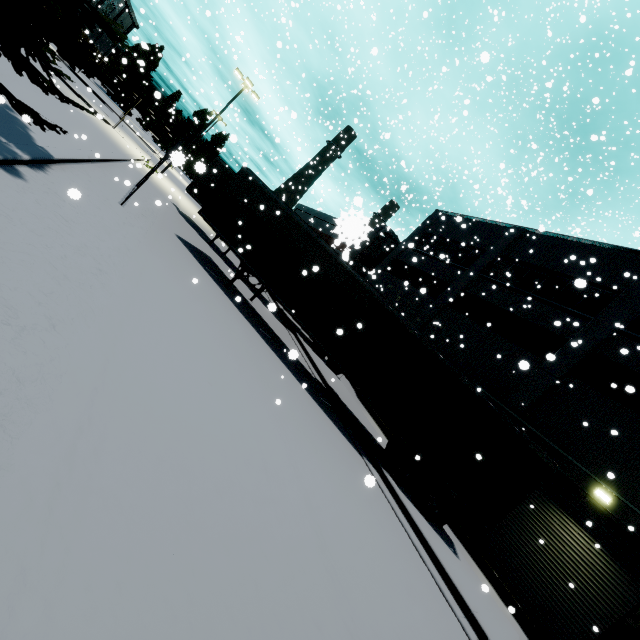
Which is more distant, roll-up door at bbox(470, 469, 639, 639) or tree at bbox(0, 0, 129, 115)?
roll-up door at bbox(470, 469, 639, 639)

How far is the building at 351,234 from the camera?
0.7 meters

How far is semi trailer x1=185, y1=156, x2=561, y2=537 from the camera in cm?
938

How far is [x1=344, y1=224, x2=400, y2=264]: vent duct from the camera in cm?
1190

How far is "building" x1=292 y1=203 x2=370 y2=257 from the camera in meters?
0.7

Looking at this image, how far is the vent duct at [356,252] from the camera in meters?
11.9

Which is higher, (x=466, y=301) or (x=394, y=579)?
(x=466, y=301)

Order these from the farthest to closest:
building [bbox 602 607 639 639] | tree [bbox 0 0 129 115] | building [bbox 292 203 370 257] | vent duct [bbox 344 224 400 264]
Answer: vent duct [bbox 344 224 400 264]
building [bbox 602 607 639 639]
tree [bbox 0 0 129 115]
building [bbox 292 203 370 257]
